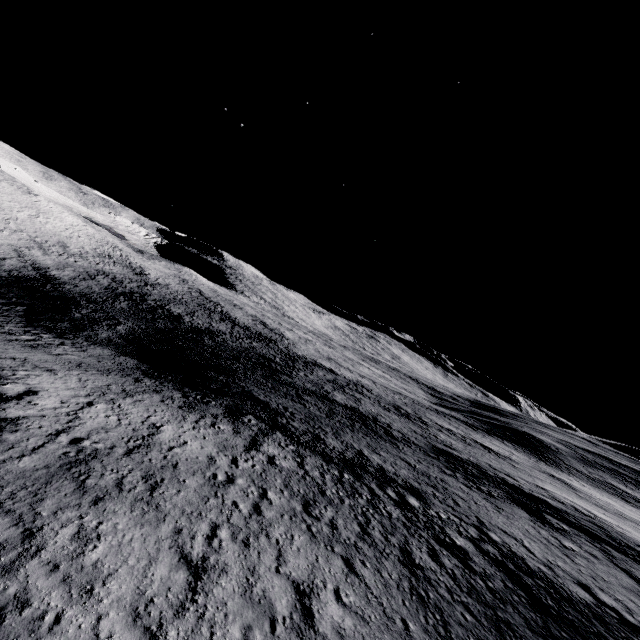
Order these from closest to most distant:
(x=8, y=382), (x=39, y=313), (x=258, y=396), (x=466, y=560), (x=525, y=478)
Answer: (x=466, y=560) < (x=8, y=382) < (x=258, y=396) < (x=525, y=478) < (x=39, y=313)
